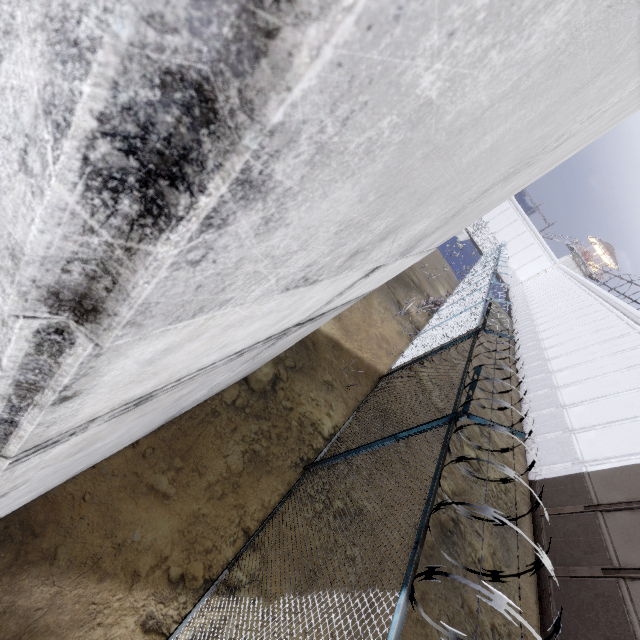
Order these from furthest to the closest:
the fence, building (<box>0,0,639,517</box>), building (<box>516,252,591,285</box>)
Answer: building (<box>516,252,591,285</box>) → the fence → building (<box>0,0,639,517</box>)

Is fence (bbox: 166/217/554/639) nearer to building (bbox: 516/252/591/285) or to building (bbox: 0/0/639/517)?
building (bbox: 0/0/639/517)

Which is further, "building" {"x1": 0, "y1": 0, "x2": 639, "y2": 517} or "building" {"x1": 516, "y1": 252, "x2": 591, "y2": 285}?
"building" {"x1": 516, "y1": 252, "x2": 591, "y2": 285}

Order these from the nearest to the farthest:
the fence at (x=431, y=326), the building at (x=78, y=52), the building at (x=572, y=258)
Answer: the building at (x=78, y=52)
the fence at (x=431, y=326)
the building at (x=572, y=258)

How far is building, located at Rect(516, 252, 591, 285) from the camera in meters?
52.6

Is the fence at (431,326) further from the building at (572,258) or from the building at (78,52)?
the building at (572,258)

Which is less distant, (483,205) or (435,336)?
(483,205)
